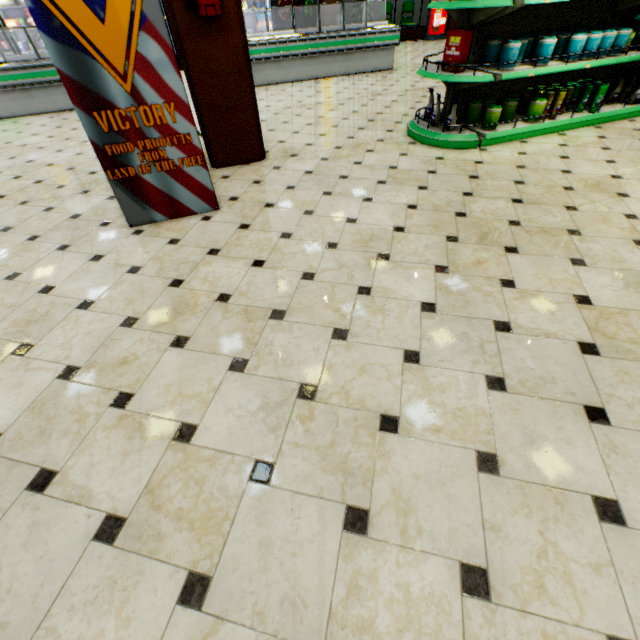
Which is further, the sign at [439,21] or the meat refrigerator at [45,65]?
the sign at [439,21]

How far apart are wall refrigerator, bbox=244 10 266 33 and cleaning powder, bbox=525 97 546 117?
9.5 meters

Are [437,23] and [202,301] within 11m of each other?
no

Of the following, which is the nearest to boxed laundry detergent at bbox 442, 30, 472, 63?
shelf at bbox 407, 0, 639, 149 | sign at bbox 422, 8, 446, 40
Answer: shelf at bbox 407, 0, 639, 149

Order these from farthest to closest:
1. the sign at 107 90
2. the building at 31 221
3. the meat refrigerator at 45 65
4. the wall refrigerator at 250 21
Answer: the wall refrigerator at 250 21 → the meat refrigerator at 45 65 → the sign at 107 90 → the building at 31 221

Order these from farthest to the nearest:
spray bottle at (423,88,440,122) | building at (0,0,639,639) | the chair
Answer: the chair → spray bottle at (423,88,440,122) → building at (0,0,639,639)

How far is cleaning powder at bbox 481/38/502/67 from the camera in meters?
3.7

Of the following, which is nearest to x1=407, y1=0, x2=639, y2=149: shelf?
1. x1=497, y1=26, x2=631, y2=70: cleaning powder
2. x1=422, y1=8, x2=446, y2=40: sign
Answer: x1=497, y1=26, x2=631, y2=70: cleaning powder
